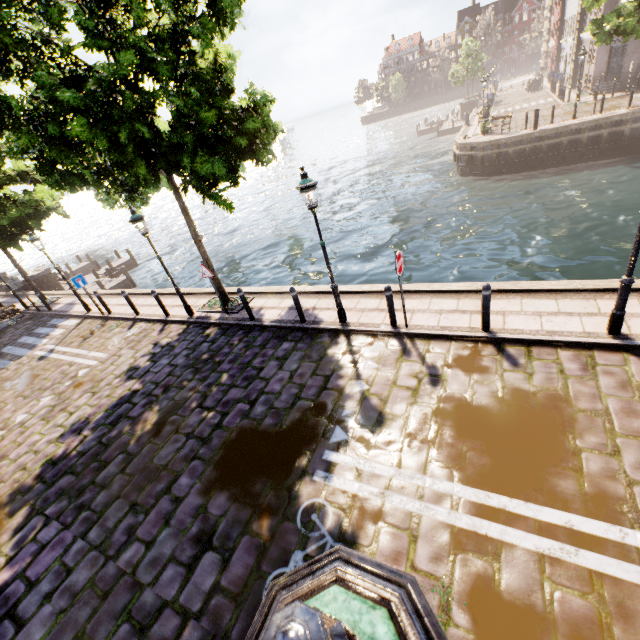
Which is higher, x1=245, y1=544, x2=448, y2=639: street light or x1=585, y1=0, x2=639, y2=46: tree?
x1=585, y1=0, x2=639, y2=46: tree

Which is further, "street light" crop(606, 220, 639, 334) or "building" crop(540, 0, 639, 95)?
"building" crop(540, 0, 639, 95)

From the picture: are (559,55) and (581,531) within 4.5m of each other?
no

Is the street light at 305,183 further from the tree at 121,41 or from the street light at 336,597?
the street light at 336,597

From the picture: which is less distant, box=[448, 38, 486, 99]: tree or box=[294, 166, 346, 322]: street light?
box=[294, 166, 346, 322]: street light

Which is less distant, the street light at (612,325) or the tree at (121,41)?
the street light at (612,325)

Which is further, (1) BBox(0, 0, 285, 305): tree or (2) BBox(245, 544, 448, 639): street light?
(1) BBox(0, 0, 285, 305): tree

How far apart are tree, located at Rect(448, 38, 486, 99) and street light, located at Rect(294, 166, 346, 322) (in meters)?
52.78
